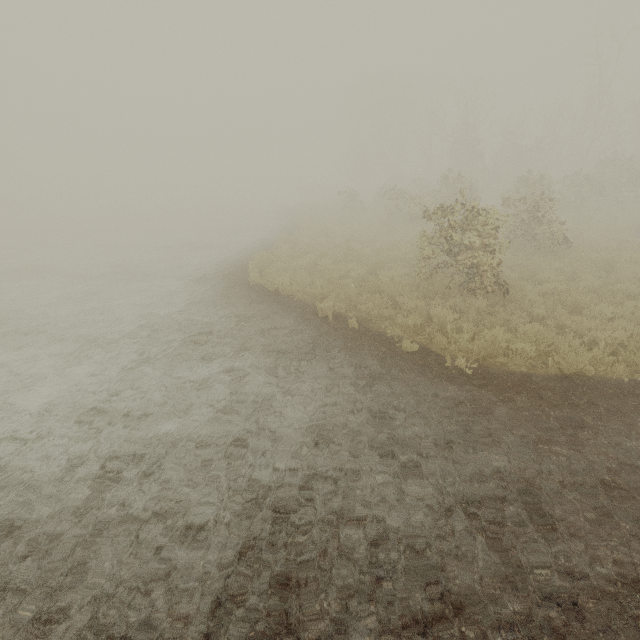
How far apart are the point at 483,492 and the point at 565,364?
3.4 meters
